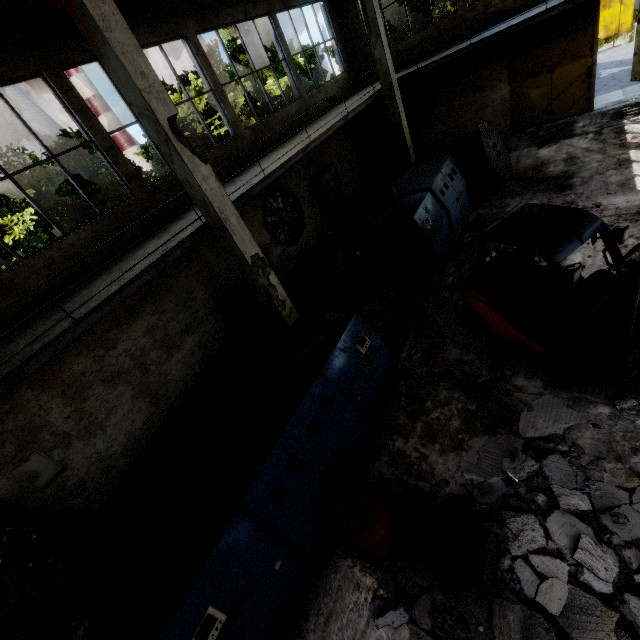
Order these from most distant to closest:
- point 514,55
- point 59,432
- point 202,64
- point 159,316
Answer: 1. point 514,55
2. point 202,64
3. point 159,316
4. point 59,432

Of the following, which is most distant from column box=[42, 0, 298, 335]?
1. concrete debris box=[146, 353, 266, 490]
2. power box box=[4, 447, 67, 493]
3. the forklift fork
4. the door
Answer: the door

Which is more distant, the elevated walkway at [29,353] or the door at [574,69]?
the door at [574,69]

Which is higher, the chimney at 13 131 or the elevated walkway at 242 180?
the chimney at 13 131

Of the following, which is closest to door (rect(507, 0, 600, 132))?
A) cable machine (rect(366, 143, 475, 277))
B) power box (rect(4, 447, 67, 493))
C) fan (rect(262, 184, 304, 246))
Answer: cable machine (rect(366, 143, 475, 277))

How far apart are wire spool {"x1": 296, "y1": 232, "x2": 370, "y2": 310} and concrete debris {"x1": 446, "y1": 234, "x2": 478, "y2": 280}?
2.14m

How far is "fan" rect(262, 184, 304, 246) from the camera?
11.3 meters

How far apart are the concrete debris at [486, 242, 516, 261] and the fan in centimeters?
570cm
